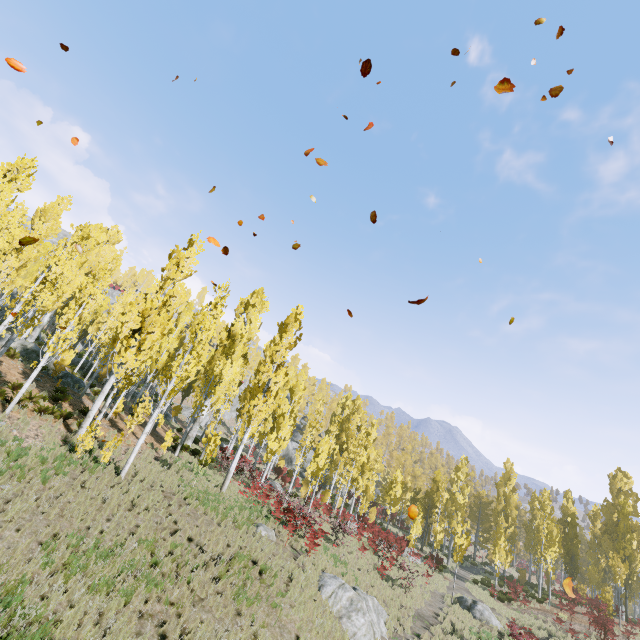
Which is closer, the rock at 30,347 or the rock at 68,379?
the rock at 68,379

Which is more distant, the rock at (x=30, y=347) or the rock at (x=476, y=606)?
the rock at (x=30, y=347)

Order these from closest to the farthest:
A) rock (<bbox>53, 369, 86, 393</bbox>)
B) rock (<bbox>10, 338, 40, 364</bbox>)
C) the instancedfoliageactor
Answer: the instancedfoliageactor, rock (<bbox>53, 369, 86, 393</bbox>), rock (<bbox>10, 338, 40, 364</bbox>)

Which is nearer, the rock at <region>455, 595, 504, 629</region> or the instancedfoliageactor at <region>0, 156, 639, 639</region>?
the instancedfoliageactor at <region>0, 156, 639, 639</region>

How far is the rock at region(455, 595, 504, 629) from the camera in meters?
20.4 m

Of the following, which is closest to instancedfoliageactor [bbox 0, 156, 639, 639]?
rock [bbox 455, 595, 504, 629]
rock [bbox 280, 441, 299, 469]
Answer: rock [bbox 280, 441, 299, 469]

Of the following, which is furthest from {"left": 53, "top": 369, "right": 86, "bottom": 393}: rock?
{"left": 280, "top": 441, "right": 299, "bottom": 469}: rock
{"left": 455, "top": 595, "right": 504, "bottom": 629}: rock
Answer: {"left": 455, "top": 595, "right": 504, "bottom": 629}: rock

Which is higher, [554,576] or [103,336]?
[103,336]
